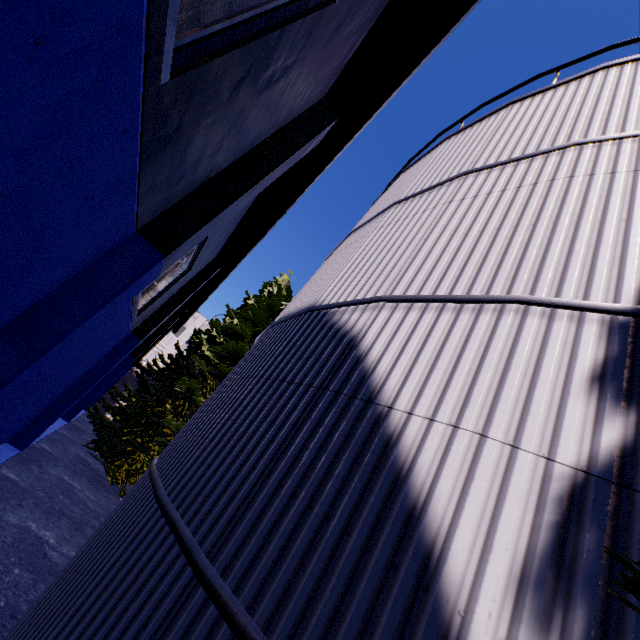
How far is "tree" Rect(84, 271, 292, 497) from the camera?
14.1m

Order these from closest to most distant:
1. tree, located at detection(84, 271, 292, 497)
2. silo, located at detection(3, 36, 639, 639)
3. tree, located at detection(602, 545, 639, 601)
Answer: tree, located at detection(602, 545, 639, 601)
silo, located at detection(3, 36, 639, 639)
tree, located at detection(84, 271, 292, 497)

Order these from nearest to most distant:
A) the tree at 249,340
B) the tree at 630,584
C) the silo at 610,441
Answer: the tree at 630,584 < the silo at 610,441 < the tree at 249,340

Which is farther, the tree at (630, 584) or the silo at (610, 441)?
the silo at (610, 441)

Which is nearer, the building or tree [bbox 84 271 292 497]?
the building

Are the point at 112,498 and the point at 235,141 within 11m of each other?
no

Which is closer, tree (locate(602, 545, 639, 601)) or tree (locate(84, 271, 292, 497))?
tree (locate(602, 545, 639, 601))

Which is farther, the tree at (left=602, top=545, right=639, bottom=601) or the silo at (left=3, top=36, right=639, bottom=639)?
the silo at (left=3, top=36, right=639, bottom=639)
